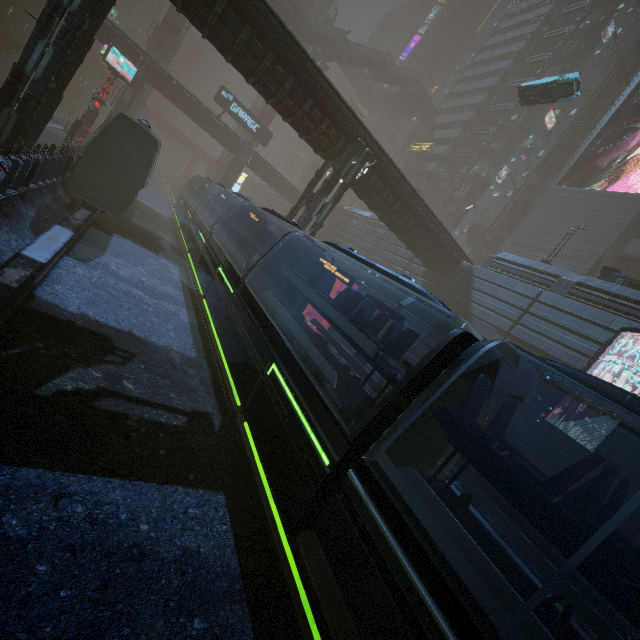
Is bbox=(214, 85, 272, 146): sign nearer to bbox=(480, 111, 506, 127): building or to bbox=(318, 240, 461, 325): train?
bbox=(480, 111, 506, 127): building

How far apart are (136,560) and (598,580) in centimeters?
611cm

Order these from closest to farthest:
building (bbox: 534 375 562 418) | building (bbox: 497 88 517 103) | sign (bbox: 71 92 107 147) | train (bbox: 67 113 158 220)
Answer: train (bbox: 67 113 158 220)
building (bbox: 534 375 562 418)
sign (bbox: 71 92 107 147)
building (bbox: 497 88 517 103)

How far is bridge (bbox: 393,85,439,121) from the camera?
54.3m

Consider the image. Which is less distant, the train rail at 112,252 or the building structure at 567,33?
the train rail at 112,252

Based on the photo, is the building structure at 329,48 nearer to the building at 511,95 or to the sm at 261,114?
the sm at 261,114

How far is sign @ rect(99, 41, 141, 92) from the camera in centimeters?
2762cm

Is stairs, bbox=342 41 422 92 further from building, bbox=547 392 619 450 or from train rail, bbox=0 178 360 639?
train rail, bbox=0 178 360 639
